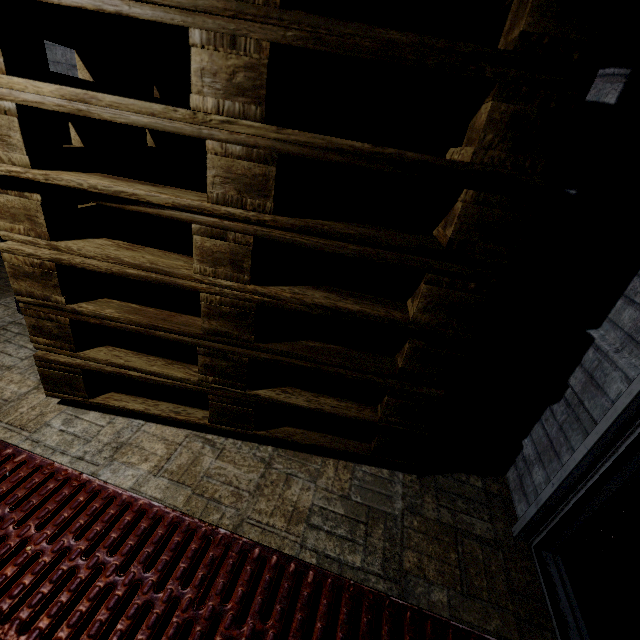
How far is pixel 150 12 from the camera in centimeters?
69cm
